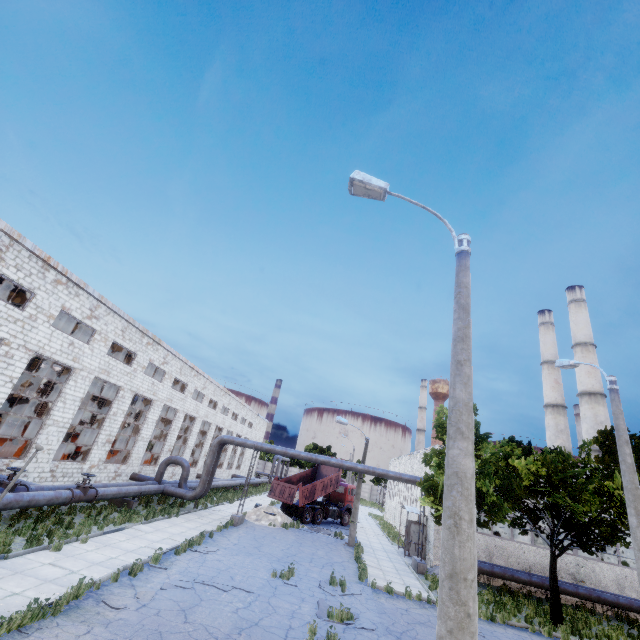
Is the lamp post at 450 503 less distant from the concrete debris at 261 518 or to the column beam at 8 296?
the column beam at 8 296

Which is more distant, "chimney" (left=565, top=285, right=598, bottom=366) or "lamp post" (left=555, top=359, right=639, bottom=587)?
"chimney" (left=565, top=285, right=598, bottom=366)

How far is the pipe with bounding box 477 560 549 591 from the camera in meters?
19.2

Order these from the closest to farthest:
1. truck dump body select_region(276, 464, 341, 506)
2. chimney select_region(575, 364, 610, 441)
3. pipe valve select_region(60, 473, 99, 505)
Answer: pipe valve select_region(60, 473, 99, 505), truck dump body select_region(276, 464, 341, 506), chimney select_region(575, 364, 610, 441)

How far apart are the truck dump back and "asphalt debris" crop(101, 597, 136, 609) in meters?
17.9

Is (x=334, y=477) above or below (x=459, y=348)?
below

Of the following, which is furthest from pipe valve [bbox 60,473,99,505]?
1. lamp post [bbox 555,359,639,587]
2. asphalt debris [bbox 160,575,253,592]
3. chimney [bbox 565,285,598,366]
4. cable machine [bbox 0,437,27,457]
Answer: chimney [bbox 565,285,598,366]

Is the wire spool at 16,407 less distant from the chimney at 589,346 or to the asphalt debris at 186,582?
the asphalt debris at 186,582
